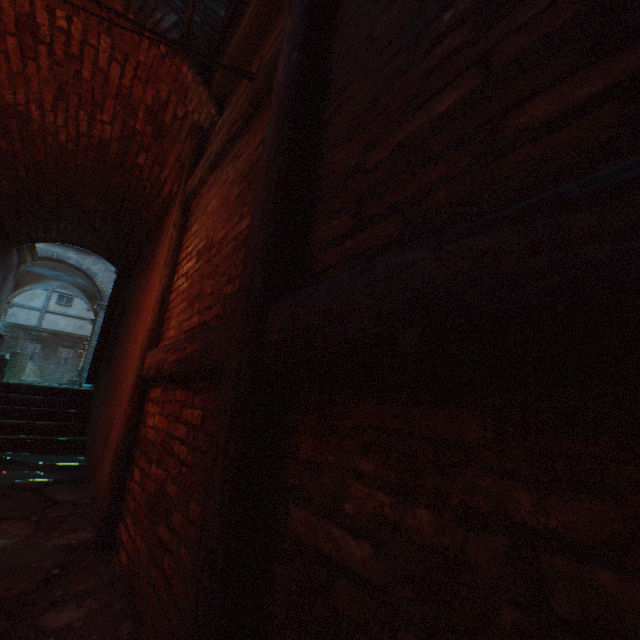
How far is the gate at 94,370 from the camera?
6.1 meters

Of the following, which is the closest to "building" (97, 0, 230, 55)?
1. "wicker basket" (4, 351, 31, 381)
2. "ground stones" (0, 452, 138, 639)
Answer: "ground stones" (0, 452, 138, 639)

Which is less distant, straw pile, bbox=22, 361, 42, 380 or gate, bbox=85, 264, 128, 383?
gate, bbox=85, 264, 128, 383

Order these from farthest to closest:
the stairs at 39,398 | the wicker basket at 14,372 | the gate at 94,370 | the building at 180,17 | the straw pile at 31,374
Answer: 1. the straw pile at 31,374
2. the wicker basket at 14,372
3. the gate at 94,370
4. the stairs at 39,398
5. the building at 180,17

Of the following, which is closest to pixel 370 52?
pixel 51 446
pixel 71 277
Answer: pixel 51 446

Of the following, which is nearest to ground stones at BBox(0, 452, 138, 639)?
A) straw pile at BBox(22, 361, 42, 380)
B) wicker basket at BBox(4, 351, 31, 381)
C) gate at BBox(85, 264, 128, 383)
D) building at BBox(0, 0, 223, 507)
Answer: building at BBox(0, 0, 223, 507)

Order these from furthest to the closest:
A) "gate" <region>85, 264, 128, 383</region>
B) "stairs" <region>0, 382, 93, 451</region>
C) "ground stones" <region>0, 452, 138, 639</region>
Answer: "gate" <region>85, 264, 128, 383</region> < "stairs" <region>0, 382, 93, 451</region> < "ground stones" <region>0, 452, 138, 639</region>
